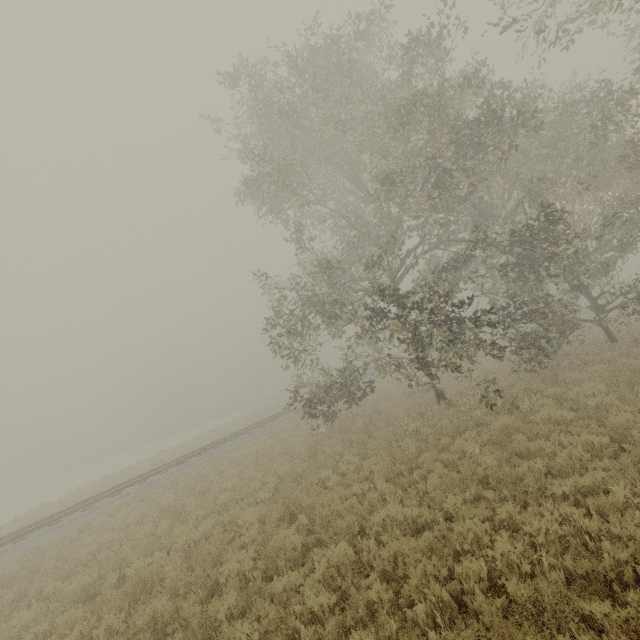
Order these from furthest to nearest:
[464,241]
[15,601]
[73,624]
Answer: [464,241] → [15,601] → [73,624]
